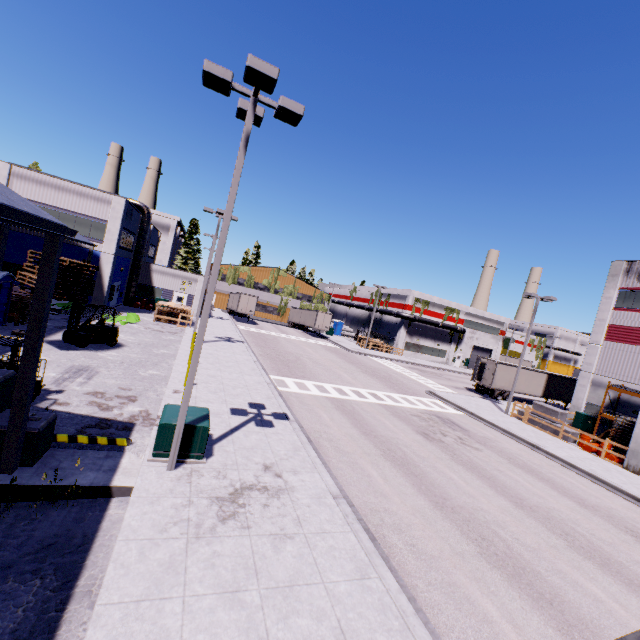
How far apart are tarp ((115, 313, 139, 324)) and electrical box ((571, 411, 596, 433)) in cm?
3784

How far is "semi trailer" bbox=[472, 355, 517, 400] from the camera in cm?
3253

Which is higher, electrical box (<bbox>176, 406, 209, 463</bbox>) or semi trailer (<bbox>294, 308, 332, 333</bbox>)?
semi trailer (<bbox>294, 308, 332, 333</bbox>)

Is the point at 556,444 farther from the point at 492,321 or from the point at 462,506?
the point at 492,321

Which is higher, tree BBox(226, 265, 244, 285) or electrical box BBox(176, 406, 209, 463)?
tree BBox(226, 265, 244, 285)

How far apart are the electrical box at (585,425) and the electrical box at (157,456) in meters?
30.9 m

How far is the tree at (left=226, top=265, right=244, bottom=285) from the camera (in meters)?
59.03
